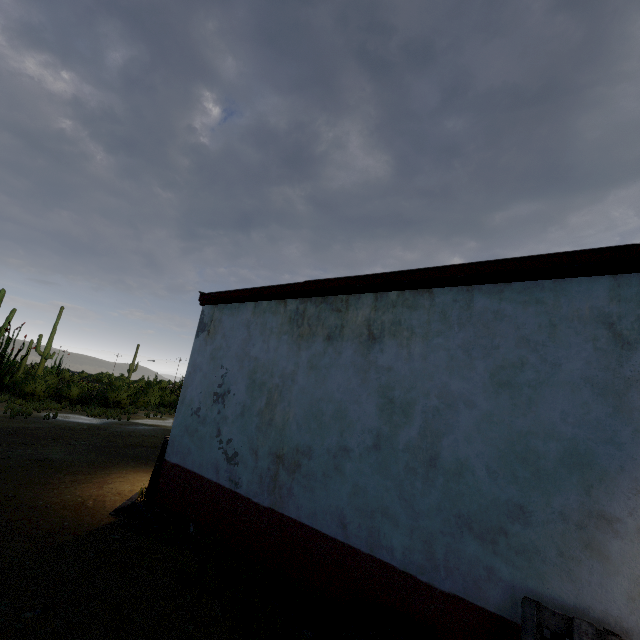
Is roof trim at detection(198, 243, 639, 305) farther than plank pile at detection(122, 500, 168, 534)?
No

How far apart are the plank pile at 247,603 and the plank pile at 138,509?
1.3 meters

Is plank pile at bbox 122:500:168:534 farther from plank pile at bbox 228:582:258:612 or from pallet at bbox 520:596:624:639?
pallet at bbox 520:596:624:639

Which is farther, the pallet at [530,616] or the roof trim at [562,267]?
the roof trim at [562,267]

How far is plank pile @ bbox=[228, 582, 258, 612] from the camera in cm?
362

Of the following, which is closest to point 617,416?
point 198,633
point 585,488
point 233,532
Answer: point 585,488

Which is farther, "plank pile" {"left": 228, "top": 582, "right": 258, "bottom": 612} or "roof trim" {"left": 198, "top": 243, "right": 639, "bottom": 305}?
"plank pile" {"left": 228, "top": 582, "right": 258, "bottom": 612}

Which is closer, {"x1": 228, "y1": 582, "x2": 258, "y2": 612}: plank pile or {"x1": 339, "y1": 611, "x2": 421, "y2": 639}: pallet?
{"x1": 339, "y1": 611, "x2": 421, "y2": 639}: pallet
